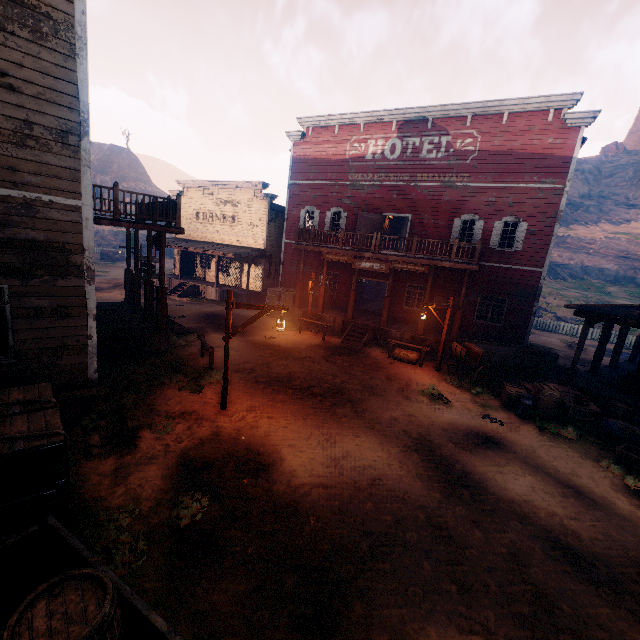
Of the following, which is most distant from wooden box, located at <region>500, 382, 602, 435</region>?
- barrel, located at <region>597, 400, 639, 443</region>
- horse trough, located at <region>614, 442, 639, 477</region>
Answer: horse trough, located at <region>614, 442, 639, 477</region>

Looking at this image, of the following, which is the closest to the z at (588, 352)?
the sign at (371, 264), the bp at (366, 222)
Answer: the sign at (371, 264)

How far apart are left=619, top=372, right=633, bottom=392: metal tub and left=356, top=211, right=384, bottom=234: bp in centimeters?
1264cm

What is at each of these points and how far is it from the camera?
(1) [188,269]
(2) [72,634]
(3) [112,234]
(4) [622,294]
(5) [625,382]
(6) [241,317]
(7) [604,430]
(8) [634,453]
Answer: (1) bp, 28.8 meters
(2) barrel, 2.2 meters
(3) z, 50.0 meters
(4) z, 36.4 meters
(5) metal tub, 11.4 meters
(6) z, 20.0 meters
(7) barrel, 9.9 meters
(8) horse trough, 8.7 meters

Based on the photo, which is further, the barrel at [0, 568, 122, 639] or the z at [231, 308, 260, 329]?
the z at [231, 308, 260, 329]

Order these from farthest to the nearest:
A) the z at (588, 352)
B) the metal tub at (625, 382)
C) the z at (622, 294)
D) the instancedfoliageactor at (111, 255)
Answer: the instancedfoliageactor at (111, 255) < the z at (622, 294) < the z at (588, 352) < the metal tub at (625, 382)

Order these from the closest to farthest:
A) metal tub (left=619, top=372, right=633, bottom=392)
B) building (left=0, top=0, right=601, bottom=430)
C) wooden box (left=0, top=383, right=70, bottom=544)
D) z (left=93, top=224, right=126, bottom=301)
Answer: wooden box (left=0, top=383, right=70, bottom=544), building (left=0, top=0, right=601, bottom=430), metal tub (left=619, top=372, right=633, bottom=392), z (left=93, top=224, right=126, bottom=301)

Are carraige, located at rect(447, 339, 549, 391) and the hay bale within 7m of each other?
yes
